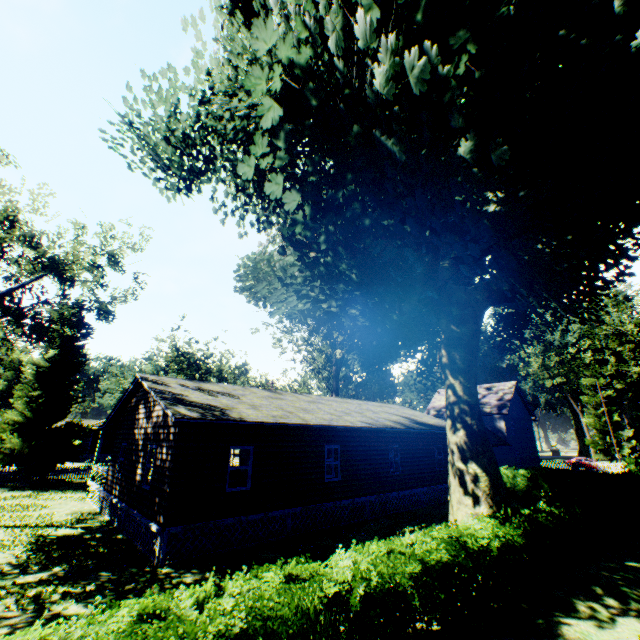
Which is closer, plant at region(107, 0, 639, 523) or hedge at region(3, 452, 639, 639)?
hedge at region(3, 452, 639, 639)

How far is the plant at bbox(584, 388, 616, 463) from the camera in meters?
55.9 m

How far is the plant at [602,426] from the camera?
55.9m

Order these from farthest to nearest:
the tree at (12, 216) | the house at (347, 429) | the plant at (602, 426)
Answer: the plant at (602, 426) → the tree at (12, 216) → the house at (347, 429)

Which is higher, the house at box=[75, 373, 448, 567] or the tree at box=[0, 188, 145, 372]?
the tree at box=[0, 188, 145, 372]

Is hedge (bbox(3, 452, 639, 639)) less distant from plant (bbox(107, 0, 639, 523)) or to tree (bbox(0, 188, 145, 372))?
plant (bbox(107, 0, 639, 523))

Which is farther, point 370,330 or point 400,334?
point 370,330

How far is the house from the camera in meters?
11.3
